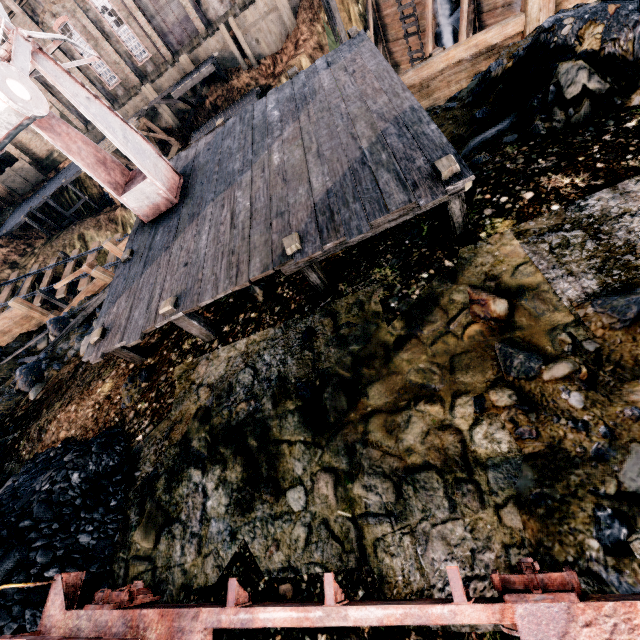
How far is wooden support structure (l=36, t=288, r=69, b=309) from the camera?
24.8m

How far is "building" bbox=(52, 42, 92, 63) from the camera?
32.01m

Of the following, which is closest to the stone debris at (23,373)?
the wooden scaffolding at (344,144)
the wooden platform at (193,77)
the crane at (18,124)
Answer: the wooden scaffolding at (344,144)

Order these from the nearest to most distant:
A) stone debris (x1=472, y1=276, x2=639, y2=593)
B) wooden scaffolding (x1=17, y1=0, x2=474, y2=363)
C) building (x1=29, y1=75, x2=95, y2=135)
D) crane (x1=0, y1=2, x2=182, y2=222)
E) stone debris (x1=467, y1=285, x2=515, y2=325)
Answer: stone debris (x1=472, y1=276, x2=639, y2=593)
stone debris (x1=467, y1=285, x2=515, y2=325)
wooden scaffolding (x1=17, y1=0, x2=474, y2=363)
crane (x1=0, y1=2, x2=182, y2=222)
building (x1=29, y1=75, x2=95, y2=135)

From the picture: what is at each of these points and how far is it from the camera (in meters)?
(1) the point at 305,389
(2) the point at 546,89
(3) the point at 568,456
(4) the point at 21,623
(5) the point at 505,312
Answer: (1) stone debris, 5.71
(2) stone debris, 6.61
(3) stone debris, 3.66
(4) coal pile, 5.31
(5) stone debris, 4.81

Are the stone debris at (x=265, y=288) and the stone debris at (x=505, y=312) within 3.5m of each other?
no

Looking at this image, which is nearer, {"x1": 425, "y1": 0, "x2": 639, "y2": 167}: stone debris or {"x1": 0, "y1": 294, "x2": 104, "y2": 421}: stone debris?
{"x1": 425, "y1": 0, "x2": 639, "y2": 167}: stone debris
